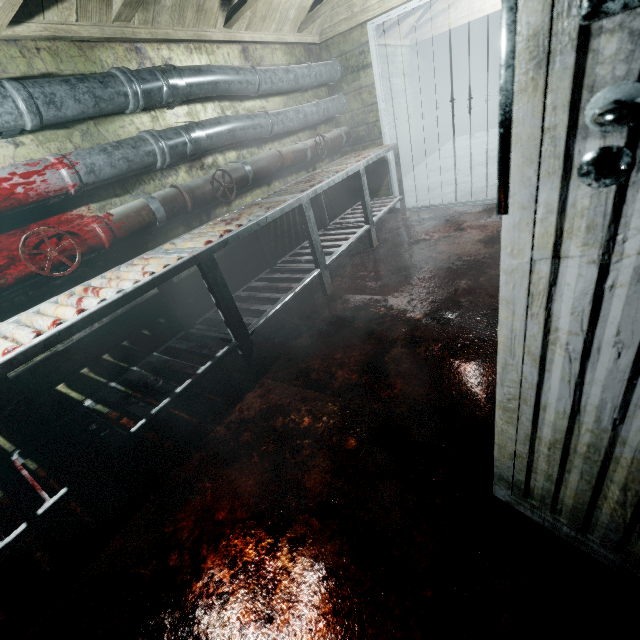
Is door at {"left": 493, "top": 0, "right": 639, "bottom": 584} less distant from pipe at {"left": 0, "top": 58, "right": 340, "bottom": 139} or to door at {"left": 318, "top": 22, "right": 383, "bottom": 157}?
pipe at {"left": 0, "top": 58, "right": 340, "bottom": 139}

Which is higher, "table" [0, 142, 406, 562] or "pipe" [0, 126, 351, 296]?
"pipe" [0, 126, 351, 296]

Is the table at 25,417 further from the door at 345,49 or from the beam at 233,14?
the beam at 233,14

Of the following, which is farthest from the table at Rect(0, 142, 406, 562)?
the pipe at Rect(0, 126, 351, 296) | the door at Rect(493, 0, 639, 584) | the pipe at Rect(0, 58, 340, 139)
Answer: the door at Rect(493, 0, 639, 584)

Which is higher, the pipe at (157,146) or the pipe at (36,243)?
the pipe at (157,146)

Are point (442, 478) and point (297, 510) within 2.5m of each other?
yes

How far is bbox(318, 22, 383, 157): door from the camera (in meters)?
3.48

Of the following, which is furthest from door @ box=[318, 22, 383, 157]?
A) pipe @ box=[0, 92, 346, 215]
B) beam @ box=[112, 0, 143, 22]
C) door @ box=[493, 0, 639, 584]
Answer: door @ box=[493, 0, 639, 584]
